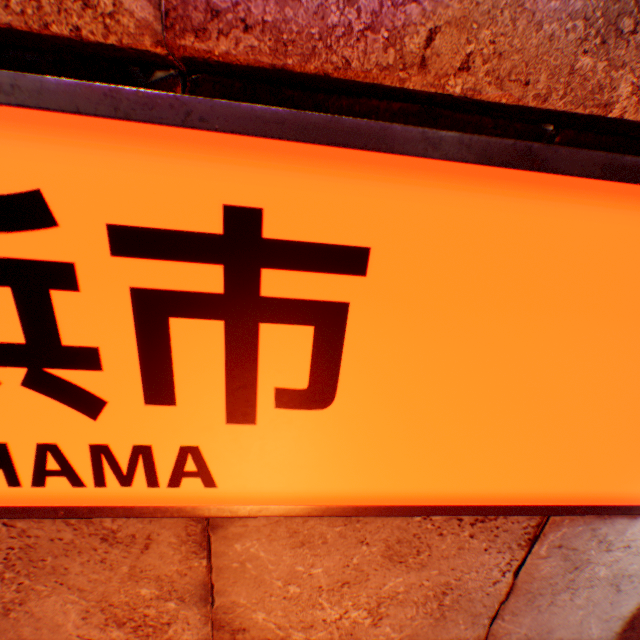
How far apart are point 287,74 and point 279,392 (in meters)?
1.03
